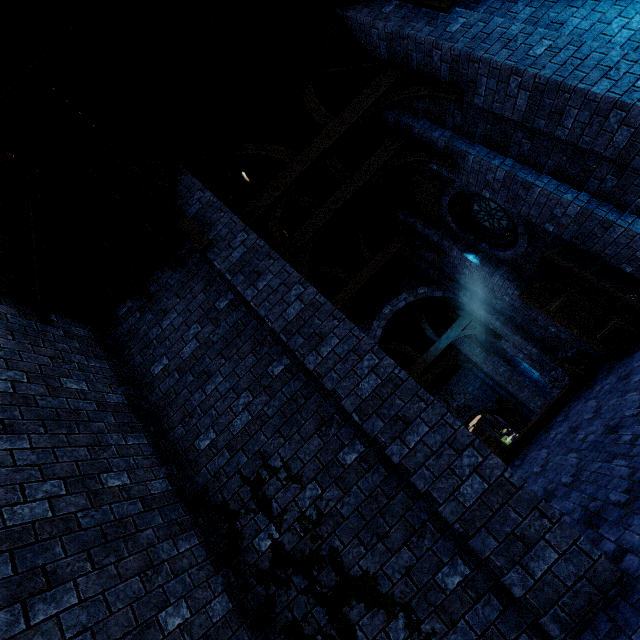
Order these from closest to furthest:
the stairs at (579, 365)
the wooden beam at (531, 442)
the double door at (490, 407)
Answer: the wooden beam at (531, 442)
the stairs at (579, 365)
the double door at (490, 407)

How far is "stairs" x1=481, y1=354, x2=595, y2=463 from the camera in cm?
820

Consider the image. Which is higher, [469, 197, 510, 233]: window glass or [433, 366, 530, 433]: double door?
[469, 197, 510, 233]: window glass

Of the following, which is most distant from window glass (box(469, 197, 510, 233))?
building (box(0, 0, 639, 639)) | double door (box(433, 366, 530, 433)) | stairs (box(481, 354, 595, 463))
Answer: double door (box(433, 366, 530, 433))

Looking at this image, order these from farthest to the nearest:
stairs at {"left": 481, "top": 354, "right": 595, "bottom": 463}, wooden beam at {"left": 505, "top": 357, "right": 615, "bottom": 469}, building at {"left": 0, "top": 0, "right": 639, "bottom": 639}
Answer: stairs at {"left": 481, "top": 354, "right": 595, "bottom": 463}
wooden beam at {"left": 505, "top": 357, "right": 615, "bottom": 469}
building at {"left": 0, "top": 0, "right": 639, "bottom": 639}

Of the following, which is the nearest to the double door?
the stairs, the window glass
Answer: the stairs

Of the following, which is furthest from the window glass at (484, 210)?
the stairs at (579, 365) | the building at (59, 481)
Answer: the stairs at (579, 365)

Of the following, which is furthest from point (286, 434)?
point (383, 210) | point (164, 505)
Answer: point (383, 210)
